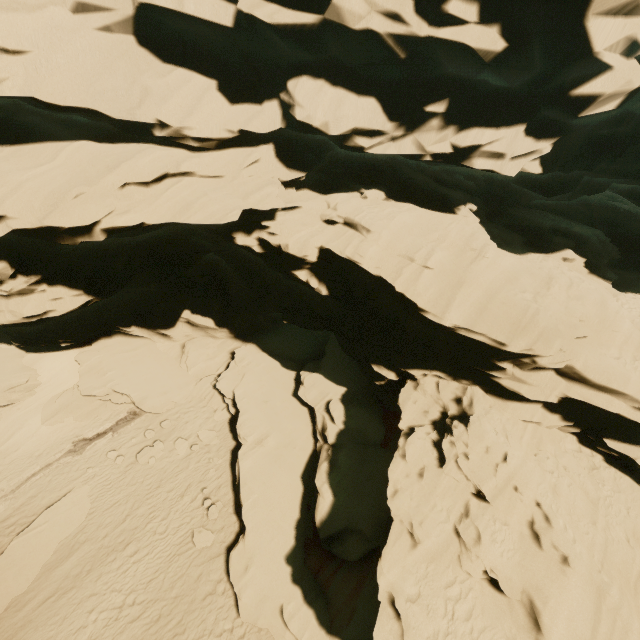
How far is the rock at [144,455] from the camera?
15.9m

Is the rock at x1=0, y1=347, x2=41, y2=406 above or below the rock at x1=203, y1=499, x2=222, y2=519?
below

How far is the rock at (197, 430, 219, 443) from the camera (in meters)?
16.47

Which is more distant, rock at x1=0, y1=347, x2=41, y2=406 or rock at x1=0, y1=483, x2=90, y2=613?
rock at x1=0, y1=347, x2=41, y2=406

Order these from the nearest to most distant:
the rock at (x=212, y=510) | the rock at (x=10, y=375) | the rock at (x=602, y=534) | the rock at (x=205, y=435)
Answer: the rock at (x=602, y=534), the rock at (x=212, y=510), the rock at (x=205, y=435), the rock at (x=10, y=375)

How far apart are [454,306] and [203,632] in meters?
13.4
